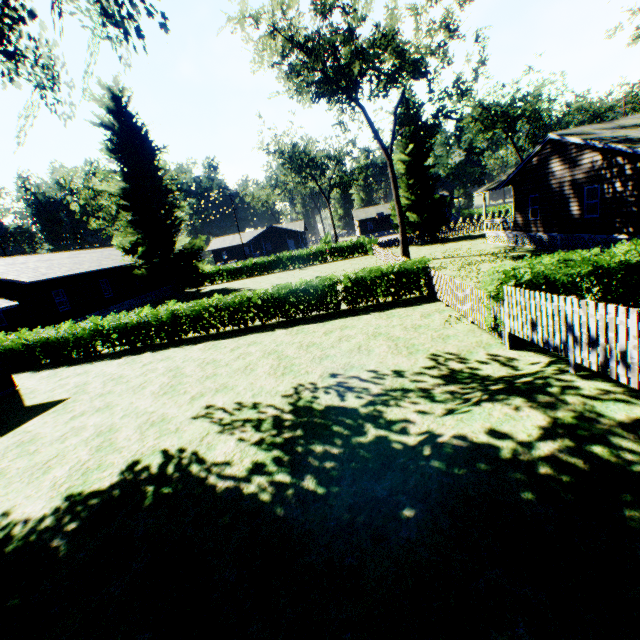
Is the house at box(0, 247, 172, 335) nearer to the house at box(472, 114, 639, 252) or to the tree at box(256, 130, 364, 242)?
the tree at box(256, 130, 364, 242)

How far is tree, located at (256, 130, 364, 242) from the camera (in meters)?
49.88

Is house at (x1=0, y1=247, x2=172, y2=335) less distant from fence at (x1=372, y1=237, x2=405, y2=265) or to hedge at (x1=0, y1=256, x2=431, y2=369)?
hedge at (x1=0, y1=256, x2=431, y2=369)

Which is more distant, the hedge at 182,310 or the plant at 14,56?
the hedge at 182,310

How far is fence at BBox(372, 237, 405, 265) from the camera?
22.77m

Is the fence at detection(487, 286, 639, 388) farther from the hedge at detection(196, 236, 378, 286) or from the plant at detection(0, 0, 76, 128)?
the hedge at detection(196, 236, 378, 286)

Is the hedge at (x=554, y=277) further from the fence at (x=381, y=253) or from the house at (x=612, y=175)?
the house at (x=612, y=175)

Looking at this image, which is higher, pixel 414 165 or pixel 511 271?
pixel 414 165
